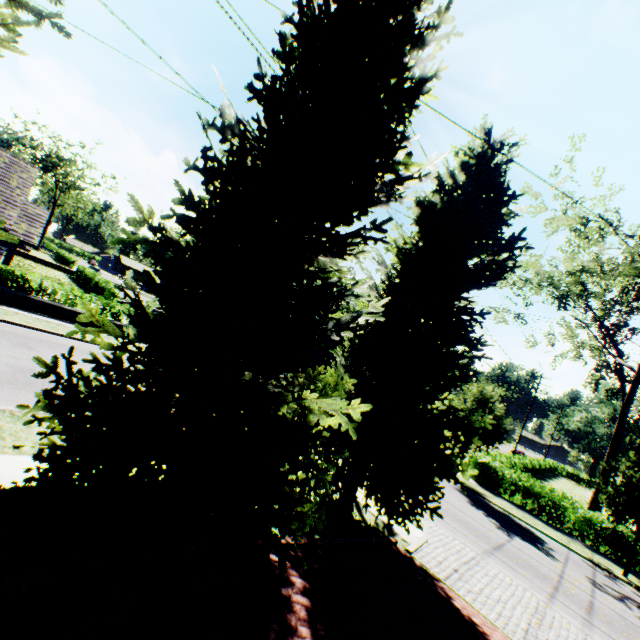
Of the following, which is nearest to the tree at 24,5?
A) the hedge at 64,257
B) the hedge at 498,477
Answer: the hedge at 498,477

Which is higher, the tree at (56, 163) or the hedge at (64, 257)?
the tree at (56, 163)

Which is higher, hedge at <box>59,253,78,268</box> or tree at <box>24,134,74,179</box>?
tree at <box>24,134,74,179</box>

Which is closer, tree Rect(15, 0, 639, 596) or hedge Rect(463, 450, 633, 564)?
tree Rect(15, 0, 639, 596)

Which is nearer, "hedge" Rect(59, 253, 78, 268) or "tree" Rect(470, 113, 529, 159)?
"tree" Rect(470, 113, 529, 159)

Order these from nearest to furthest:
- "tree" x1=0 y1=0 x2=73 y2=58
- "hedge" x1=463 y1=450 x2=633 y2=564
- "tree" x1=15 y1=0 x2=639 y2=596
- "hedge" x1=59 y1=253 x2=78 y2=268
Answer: "tree" x1=0 y1=0 x2=73 y2=58
"tree" x1=15 y1=0 x2=639 y2=596
"hedge" x1=463 y1=450 x2=633 y2=564
"hedge" x1=59 y1=253 x2=78 y2=268

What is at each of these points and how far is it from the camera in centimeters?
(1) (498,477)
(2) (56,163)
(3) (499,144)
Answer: (1) hedge, 2072cm
(2) tree, 5841cm
(3) tree, 976cm

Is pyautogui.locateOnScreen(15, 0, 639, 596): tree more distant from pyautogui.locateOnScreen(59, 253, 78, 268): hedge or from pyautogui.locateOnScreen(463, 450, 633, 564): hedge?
pyautogui.locateOnScreen(59, 253, 78, 268): hedge
